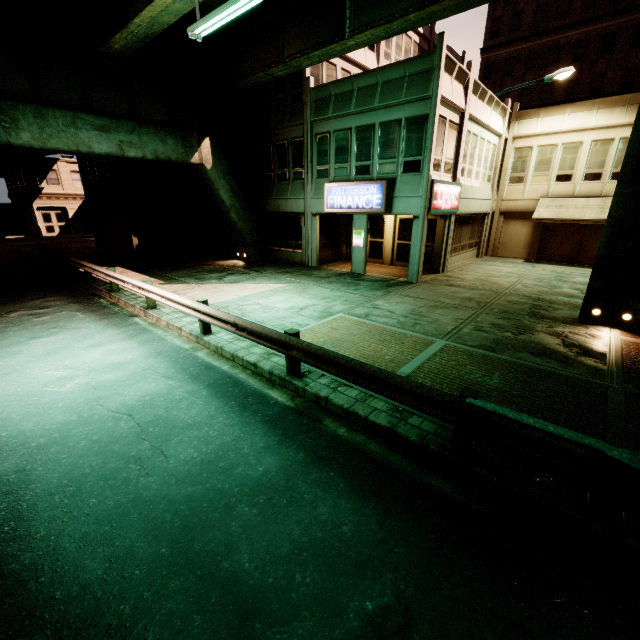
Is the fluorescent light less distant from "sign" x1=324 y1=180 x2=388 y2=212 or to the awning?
"sign" x1=324 y1=180 x2=388 y2=212

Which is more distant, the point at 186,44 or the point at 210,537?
the point at 186,44

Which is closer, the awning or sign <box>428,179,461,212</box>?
sign <box>428,179,461,212</box>

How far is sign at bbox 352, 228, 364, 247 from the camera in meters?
16.4 m

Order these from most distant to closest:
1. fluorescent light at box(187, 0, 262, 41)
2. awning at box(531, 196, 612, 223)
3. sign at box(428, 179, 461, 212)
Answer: awning at box(531, 196, 612, 223)
sign at box(428, 179, 461, 212)
fluorescent light at box(187, 0, 262, 41)

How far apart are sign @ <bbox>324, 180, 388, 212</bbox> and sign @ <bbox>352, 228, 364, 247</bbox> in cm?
Answer: 99

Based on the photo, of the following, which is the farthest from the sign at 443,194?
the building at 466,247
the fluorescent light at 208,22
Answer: the fluorescent light at 208,22

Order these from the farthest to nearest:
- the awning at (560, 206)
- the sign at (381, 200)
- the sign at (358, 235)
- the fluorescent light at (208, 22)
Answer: the awning at (560, 206), the sign at (358, 235), the sign at (381, 200), the fluorescent light at (208, 22)
